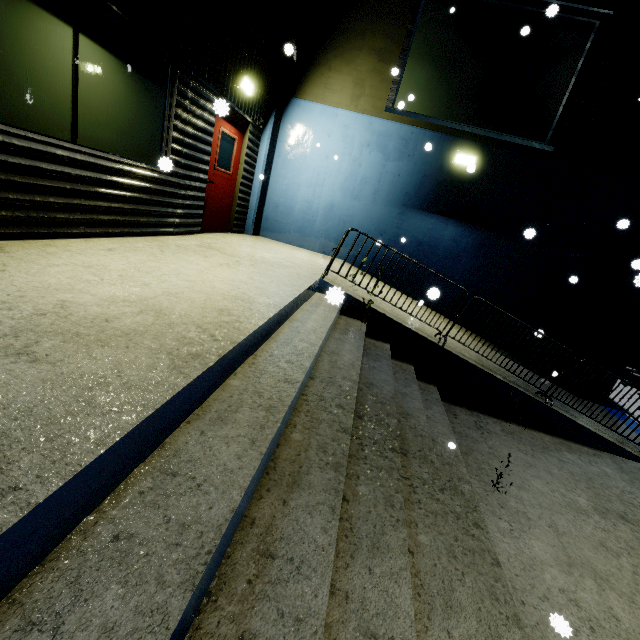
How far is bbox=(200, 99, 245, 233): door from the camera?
6.3m

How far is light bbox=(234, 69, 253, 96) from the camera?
6.1m

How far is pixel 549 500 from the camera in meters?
3.9

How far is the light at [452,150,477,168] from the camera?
7.3m

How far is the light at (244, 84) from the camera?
6.1m

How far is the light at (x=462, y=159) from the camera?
7.3m

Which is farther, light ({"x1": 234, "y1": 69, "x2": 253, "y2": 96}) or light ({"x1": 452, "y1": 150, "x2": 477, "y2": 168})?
light ({"x1": 452, "y1": 150, "x2": 477, "y2": 168})

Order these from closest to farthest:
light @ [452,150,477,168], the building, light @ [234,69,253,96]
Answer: the building, light @ [234,69,253,96], light @ [452,150,477,168]
